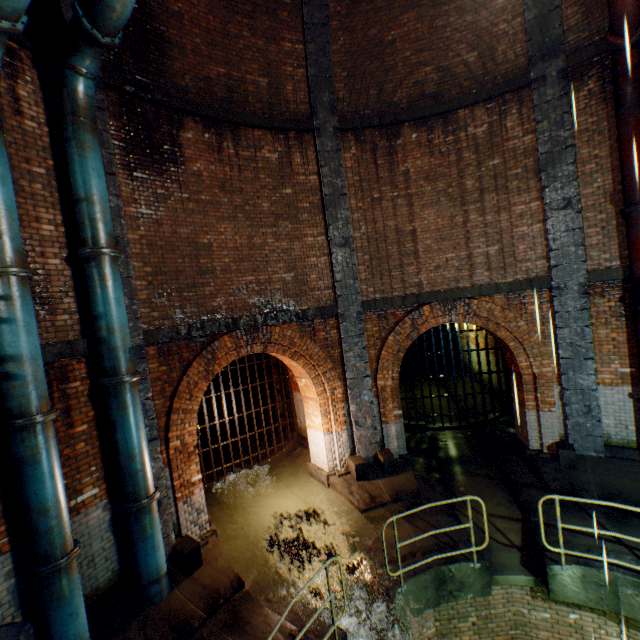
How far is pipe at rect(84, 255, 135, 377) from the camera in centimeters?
525cm

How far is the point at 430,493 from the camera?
8.0 meters

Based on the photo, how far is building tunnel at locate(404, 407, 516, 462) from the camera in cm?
969

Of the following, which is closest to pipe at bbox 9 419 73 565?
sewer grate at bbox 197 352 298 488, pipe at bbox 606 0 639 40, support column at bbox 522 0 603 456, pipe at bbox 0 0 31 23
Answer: pipe at bbox 0 0 31 23

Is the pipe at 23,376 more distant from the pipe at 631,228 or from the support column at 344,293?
the pipe at 631,228

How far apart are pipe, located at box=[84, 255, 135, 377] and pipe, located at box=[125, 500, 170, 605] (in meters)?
2.23

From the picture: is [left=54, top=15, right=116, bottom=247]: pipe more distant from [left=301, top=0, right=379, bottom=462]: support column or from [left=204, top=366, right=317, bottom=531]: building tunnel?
[left=301, top=0, right=379, bottom=462]: support column

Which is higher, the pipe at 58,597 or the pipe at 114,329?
the pipe at 114,329
